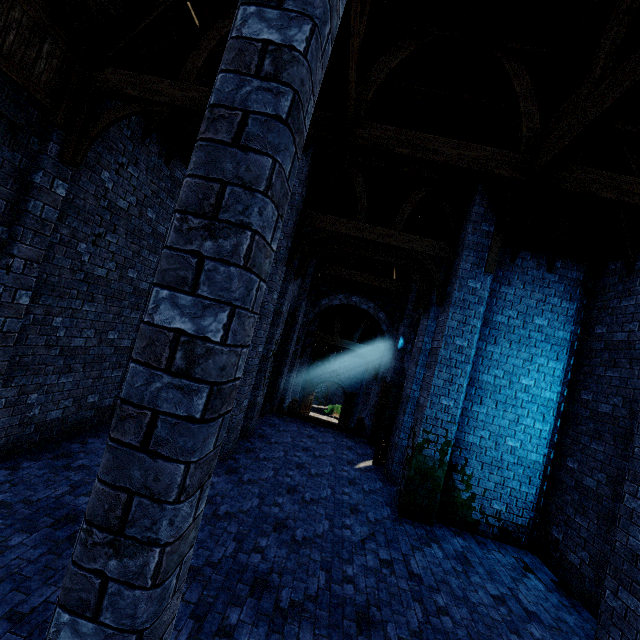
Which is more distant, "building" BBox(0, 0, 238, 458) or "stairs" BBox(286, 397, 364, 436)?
"stairs" BBox(286, 397, 364, 436)

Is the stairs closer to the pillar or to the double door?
the double door

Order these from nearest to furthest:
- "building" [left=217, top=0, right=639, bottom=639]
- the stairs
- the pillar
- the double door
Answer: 1. the pillar
2. "building" [left=217, top=0, right=639, bottom=639]
3. the stairs
4. the double door

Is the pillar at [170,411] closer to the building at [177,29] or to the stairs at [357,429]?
the building at [177,29]

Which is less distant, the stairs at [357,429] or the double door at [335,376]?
the stairs at [357,429]

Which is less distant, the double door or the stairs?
the stairs

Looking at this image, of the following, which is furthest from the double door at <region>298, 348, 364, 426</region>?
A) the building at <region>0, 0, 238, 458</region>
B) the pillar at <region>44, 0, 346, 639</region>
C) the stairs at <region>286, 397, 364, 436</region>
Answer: the pillar at <region>44, 0, 346, 639</region>

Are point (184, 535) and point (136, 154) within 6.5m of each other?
no
